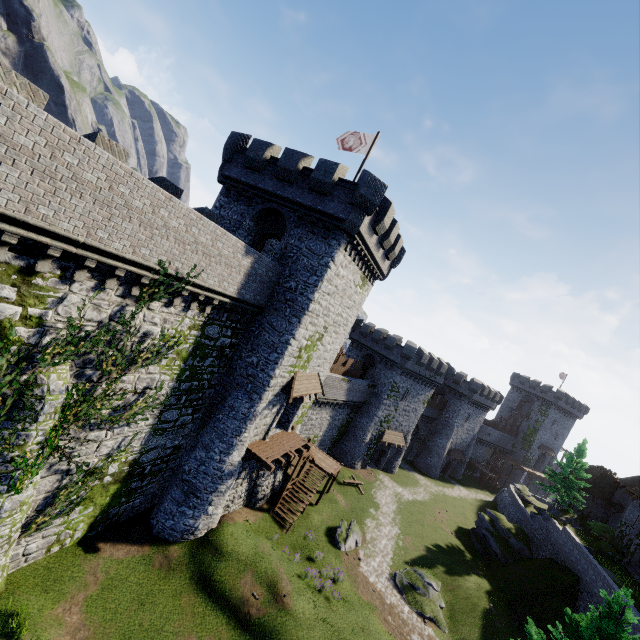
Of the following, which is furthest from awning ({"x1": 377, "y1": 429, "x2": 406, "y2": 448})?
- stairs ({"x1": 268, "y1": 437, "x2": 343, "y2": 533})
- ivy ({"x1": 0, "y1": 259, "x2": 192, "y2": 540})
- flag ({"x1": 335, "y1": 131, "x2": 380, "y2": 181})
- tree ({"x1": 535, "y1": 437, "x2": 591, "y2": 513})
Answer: flag ({"x1": 335, "y1": 131, "x2": 380, "y2": 181})

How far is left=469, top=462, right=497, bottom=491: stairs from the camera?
56.9 meters

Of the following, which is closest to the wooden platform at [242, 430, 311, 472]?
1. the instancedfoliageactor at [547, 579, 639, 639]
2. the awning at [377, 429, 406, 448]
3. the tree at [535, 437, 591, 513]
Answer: the instancedfoliageactor at [547, 579, 639, 639]

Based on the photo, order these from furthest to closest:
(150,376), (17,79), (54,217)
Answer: (150,376), (17,79), (54,217)

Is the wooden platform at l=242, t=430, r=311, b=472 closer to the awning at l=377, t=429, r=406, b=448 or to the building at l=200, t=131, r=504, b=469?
the building at l=200, t=131, r=504, b=469

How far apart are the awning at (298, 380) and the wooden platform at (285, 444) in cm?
309

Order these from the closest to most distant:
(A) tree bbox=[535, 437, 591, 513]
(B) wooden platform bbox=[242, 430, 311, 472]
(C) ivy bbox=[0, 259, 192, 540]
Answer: (C) ivy bbox=[0, 259, 192, 540]
(B) wooden platform bbox=[242, 430, 311, 472]
(A) tree bbox=[535, 437, 591, 513]

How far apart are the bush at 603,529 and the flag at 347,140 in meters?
43.2 m
